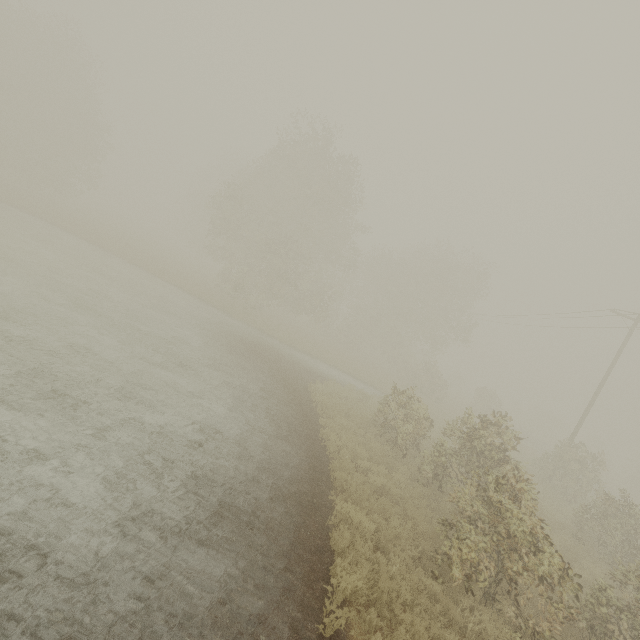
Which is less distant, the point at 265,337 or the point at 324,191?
the point at 265,337
